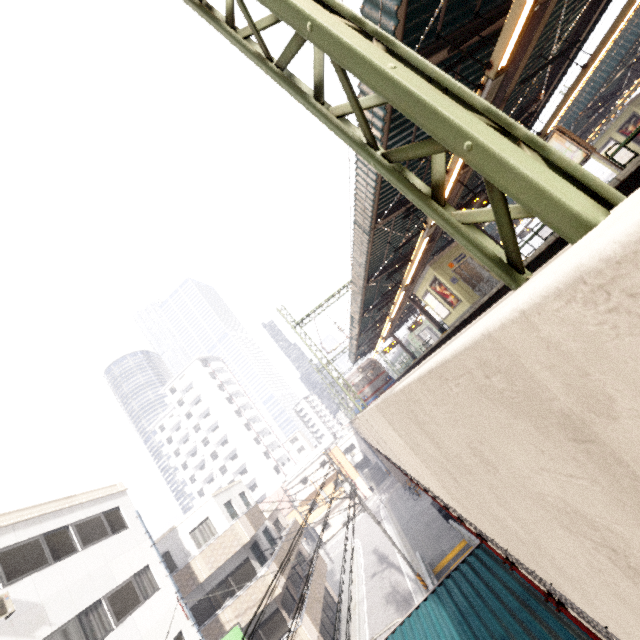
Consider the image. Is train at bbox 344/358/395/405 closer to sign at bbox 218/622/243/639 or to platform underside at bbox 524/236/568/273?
platform underside at bbox 524/236/568/273

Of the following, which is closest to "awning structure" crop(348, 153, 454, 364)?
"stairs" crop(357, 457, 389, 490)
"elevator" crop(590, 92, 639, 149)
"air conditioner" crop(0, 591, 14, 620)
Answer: "elevator" crop(590, 92, 639, 149)

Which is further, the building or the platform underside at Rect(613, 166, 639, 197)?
the building

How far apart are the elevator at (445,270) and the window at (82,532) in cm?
1873

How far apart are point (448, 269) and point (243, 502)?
21.4m

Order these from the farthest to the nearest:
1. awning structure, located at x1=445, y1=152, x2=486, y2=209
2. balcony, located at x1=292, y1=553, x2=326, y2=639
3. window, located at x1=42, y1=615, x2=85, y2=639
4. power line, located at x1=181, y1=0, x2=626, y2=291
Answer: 1. balcony, located at x1=292, y1=553, x2=326, y2=639
2. window, located at x1=42, y1=615, x2=85, y2=639
3. awning structure, located at x1=445, y1=152, x2=486, y2=209
4. power line, located at x1=181, y1=0, x2=626, y2=291

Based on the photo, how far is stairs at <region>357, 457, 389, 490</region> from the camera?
49.4m

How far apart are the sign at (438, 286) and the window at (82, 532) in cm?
1870
